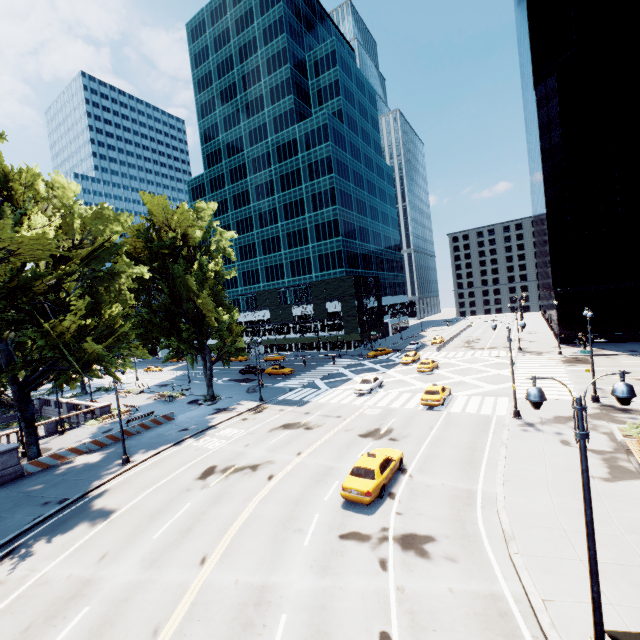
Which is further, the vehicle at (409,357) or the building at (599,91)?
the vehicle at (409,357)

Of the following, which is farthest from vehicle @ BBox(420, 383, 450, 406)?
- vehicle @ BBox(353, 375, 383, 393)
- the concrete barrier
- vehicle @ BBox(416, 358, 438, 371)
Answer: the concrete barrier

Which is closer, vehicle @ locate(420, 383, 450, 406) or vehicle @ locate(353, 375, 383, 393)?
vehicle @ locate(420, 383, 450, 406)

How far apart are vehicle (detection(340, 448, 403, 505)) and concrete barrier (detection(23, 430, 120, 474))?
23.1m

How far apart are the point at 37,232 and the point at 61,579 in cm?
2233

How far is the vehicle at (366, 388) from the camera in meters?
34.7

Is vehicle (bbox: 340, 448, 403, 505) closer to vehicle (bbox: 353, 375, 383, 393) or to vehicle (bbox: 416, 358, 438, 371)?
vehicle (bbox: 353, 375, 383, 393)

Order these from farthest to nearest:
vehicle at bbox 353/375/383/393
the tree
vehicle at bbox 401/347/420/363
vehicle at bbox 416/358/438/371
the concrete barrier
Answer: vehicle at bbox 401/347/420/363
vehicle at bbox 416/358/438/371
vehicle at bbox 353/375/383/393
the concrete barrier
the tree
